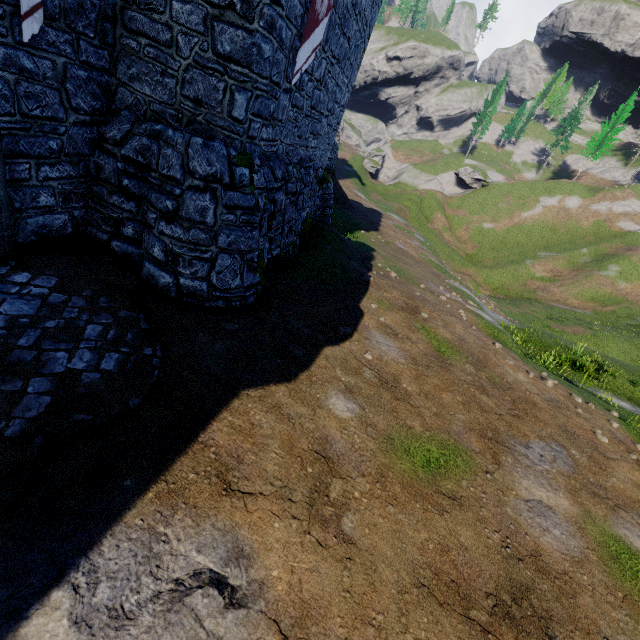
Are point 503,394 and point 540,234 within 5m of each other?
no

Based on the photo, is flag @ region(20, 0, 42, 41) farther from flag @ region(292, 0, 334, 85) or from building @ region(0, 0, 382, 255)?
flag @ region(292, 0, 334, 85)

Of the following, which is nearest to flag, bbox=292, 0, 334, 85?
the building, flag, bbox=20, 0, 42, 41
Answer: the building

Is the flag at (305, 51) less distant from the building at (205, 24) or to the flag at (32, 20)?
the building at (205, 24)

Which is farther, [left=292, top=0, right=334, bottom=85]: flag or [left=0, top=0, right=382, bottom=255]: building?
[left=292, top=0, right=334, bottom=85]: flag
